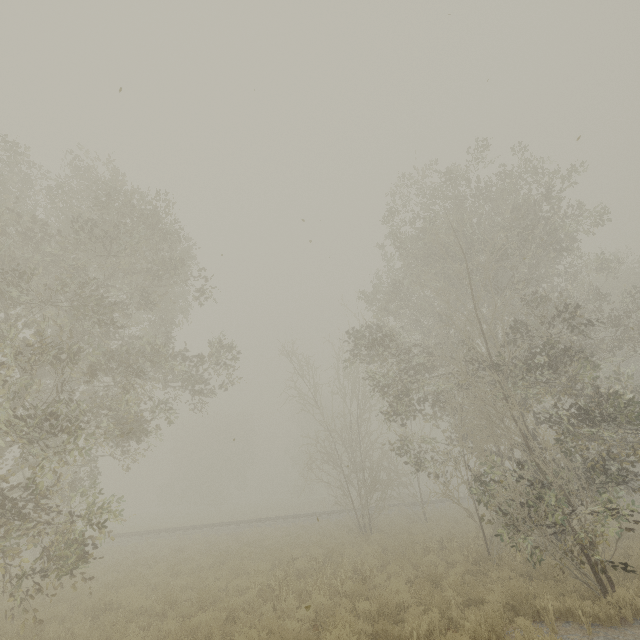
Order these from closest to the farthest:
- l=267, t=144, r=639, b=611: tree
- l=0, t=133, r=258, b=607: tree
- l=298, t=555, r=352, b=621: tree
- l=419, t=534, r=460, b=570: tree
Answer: l=0, t=133, r=258, b=607: tree
l=298, t=555, r=352, b=621: tree
l=267, t=144, r=639, b=611: tree
l=419, t=534, r=460, b=570: tree

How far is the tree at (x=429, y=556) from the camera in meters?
12.1 m

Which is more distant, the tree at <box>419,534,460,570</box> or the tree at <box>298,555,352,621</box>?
the tree at <box>419,534,460,570</box>

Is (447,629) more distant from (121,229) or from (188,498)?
(188,498)

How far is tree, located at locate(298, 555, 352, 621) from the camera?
8.6m

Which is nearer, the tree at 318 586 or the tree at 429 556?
the tree at 318 586
